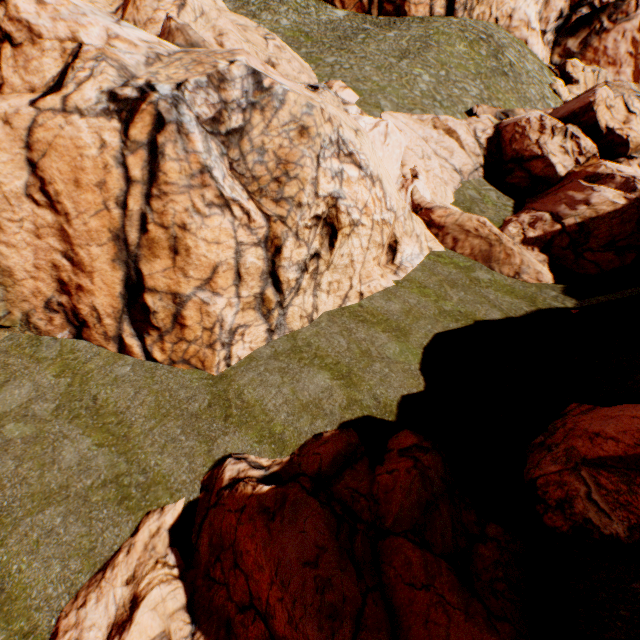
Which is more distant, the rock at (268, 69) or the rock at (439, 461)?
the rock at (268, 69)

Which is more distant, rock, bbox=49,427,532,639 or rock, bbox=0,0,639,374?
rock, bbox=0,0,639,374

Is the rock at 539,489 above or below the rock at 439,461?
above

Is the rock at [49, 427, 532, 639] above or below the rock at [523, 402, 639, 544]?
below

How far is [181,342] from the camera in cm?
1035
